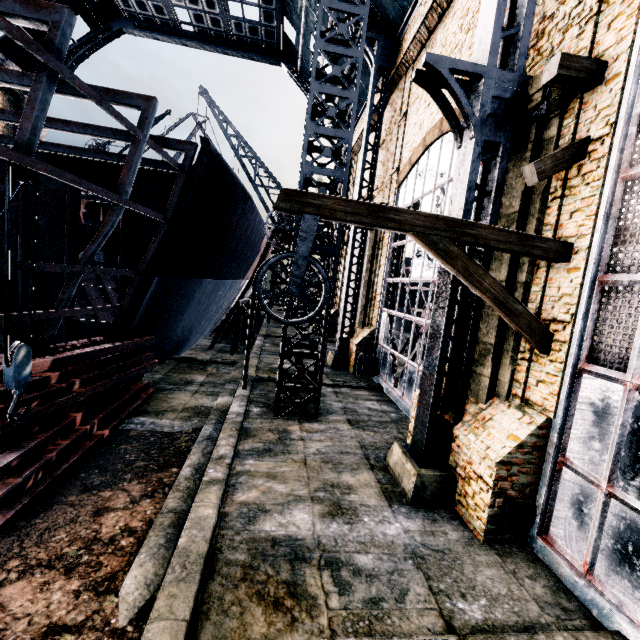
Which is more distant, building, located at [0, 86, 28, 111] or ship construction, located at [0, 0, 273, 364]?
building, located at [0, 86, 28, 111]

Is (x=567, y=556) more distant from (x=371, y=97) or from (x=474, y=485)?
(x=371, y=97)

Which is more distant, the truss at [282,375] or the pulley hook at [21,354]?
the truss at [282,375]

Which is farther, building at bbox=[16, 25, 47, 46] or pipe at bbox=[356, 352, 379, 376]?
building at bbox=[16, 25, 47, 46]

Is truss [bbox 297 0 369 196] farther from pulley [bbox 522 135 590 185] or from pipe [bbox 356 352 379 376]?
pulley [bbox 522 135 590 185]

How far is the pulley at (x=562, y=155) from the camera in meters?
6.1

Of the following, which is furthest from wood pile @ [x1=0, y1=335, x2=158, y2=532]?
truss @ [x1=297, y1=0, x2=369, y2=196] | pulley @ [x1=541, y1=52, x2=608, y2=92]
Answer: pulley @ [x1=541, y1=52, x2=608, y2=92]

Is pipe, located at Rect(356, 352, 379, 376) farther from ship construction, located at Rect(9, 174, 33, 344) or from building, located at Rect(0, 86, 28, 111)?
building, located at Rect(0, 86, 28, 111)
